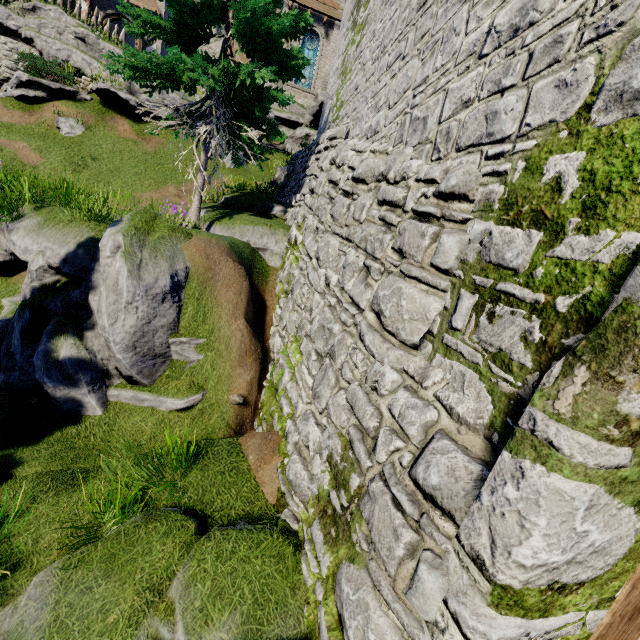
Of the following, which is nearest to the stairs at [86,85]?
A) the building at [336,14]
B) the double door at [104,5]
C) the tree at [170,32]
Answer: the building at [336,14]

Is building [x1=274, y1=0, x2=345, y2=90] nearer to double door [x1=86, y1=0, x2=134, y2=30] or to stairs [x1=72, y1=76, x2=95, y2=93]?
double door [x1=86, y1=0, x2=134, y2=30]

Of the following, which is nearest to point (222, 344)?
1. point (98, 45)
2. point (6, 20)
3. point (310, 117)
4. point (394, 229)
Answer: point (394, 229)

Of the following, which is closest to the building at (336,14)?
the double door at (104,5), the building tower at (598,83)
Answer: the double door at (104,5)

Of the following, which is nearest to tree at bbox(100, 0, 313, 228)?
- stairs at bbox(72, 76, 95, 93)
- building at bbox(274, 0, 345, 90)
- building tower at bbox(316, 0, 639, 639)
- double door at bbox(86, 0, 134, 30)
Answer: building tower at bbox(316, 0, 639, 639)

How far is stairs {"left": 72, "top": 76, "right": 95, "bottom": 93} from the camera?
17.0 meters

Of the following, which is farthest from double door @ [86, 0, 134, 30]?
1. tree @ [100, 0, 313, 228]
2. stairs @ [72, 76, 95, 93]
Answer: tree @ [100, 0, 313, 228]

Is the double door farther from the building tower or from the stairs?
the building tower
